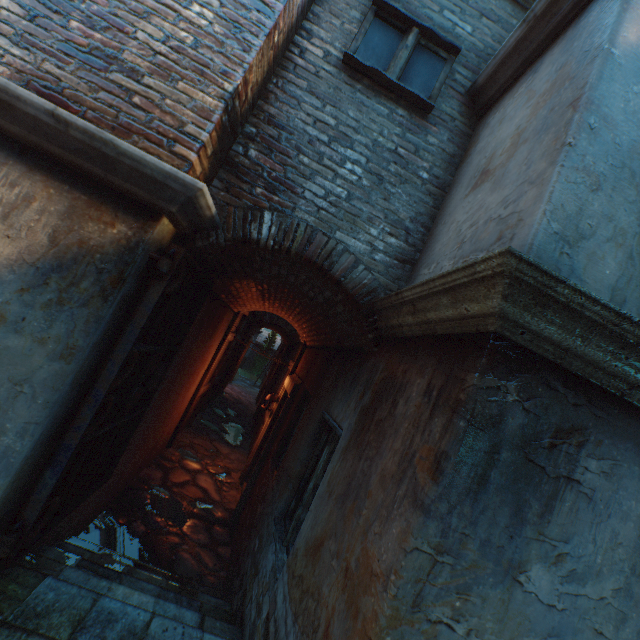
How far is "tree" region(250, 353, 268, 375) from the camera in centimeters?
2728cm

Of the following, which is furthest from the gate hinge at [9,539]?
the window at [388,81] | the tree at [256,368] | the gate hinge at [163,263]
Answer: the tree at [256,368]

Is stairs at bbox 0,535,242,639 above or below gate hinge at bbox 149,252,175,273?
below

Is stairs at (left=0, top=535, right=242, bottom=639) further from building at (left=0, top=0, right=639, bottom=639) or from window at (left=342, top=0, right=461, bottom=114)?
window at (left=342, top=0, right=461, bottom=114)

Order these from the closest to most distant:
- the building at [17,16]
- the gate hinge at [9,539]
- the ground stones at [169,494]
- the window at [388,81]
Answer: the building at [17,16] → the gate hinge at [9,539] → the window at [388,81] → the ground stones at [169,494]

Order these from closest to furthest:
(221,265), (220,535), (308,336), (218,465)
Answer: (221,265)
(220,535)
(308,336)
(218,465)

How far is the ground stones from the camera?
4.37m

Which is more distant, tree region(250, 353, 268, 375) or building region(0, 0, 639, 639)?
tree region(250, 353, 268, 375)
